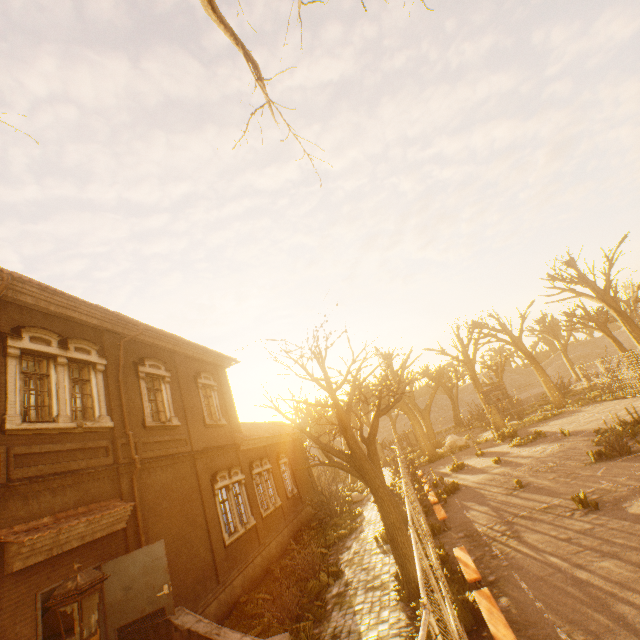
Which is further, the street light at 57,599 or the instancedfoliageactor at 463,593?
the instancedfoliageactor at 463,593

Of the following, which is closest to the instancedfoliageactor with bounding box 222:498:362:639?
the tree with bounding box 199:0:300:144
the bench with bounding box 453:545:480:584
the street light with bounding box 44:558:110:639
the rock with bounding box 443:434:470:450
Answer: the tree with bounding box 199:0:300:144

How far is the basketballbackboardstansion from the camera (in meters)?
23.41

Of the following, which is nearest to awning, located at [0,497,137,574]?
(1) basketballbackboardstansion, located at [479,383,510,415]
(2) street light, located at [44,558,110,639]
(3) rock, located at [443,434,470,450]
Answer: (2) street light, located at [44,558,110,639]

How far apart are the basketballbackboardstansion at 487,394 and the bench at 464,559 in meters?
16.1 m

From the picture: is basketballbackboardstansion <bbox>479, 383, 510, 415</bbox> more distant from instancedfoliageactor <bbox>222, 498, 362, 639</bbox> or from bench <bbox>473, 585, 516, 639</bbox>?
bench <bbox>473, 585, 516, 639</bbox>

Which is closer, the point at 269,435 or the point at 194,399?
the point at 194,399

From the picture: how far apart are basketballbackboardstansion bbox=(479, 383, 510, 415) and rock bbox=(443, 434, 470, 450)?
7.7 meters
